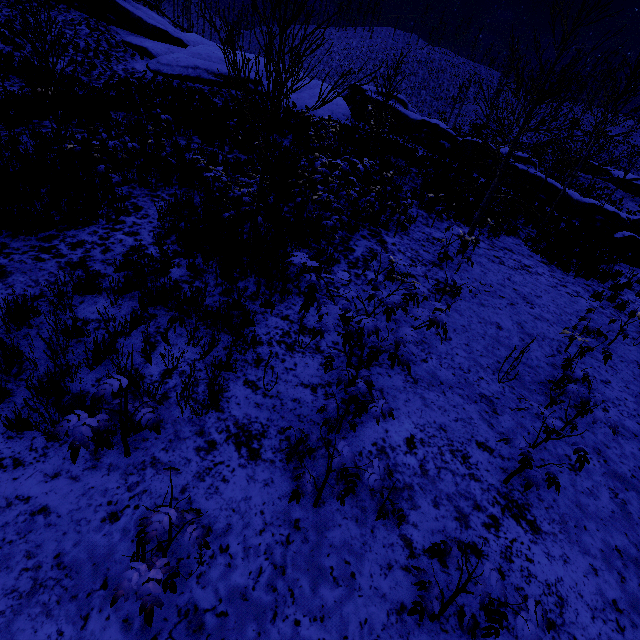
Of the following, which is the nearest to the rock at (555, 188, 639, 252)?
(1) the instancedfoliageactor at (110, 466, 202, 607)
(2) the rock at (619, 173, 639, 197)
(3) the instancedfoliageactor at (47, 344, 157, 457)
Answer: (2) the rock at (619, 173, 639, 197)

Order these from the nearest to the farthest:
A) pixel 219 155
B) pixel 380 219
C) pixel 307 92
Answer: pixel 380 219 → pixel 219 155 → pixel 307 92

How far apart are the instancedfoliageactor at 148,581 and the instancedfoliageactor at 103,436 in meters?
0.6

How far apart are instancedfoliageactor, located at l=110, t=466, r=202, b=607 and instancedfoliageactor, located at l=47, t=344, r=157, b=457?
0.6m

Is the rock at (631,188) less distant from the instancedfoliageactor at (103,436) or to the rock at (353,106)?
the rock at (353,106)

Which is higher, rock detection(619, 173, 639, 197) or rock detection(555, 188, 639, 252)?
rock detection(619, 173, 639, 197)

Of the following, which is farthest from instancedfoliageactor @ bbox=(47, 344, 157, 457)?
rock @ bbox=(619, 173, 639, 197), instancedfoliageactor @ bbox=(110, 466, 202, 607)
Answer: rock @ bbox=(619, 173, 639, 197)

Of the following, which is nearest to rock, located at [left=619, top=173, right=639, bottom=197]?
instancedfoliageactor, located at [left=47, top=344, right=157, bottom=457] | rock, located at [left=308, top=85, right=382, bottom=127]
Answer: rock, located at [left=308, top=85, right=382, bottom=127]
